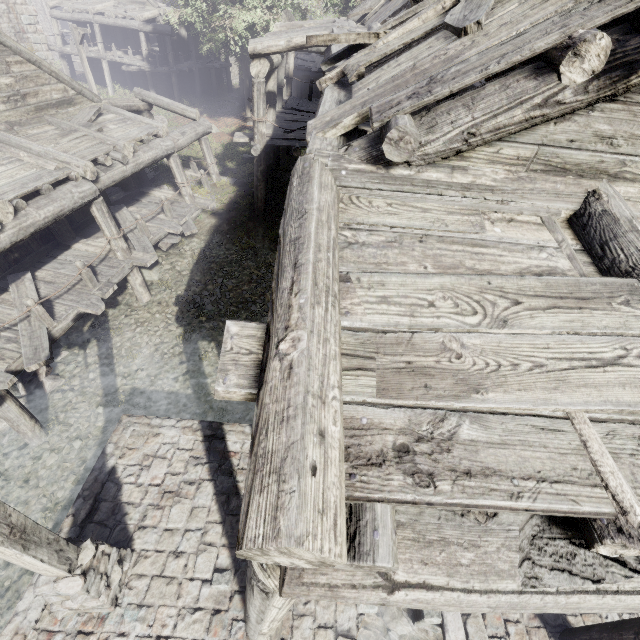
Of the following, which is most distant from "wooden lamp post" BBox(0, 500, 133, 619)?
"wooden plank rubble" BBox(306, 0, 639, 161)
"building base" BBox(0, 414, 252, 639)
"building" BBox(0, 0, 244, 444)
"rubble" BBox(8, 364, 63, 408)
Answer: "rubble" BBox(8, 364, 63, 408)

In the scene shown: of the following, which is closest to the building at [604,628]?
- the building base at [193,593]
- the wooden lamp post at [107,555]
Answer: the building base at [193,593]

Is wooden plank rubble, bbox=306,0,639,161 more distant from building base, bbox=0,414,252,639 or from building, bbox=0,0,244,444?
building base, bbox=0,414,252,639

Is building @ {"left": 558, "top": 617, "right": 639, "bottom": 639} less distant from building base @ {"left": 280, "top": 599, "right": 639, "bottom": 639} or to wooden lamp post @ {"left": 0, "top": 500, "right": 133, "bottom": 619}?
building base @ {"left": 280, "top": 599, "right": 639, "bottom": 639}

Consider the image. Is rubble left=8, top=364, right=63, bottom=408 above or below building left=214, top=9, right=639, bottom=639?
below

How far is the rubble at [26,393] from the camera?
8.34m

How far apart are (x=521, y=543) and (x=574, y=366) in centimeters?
90cm

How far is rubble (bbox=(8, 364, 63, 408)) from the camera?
8.34m
